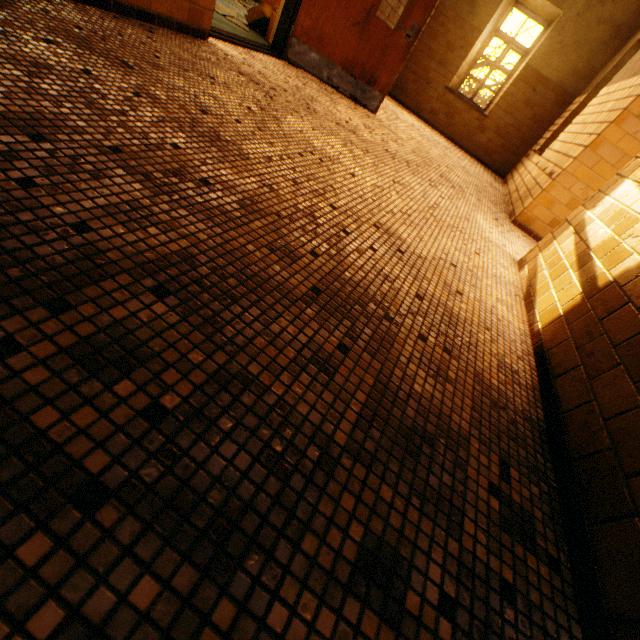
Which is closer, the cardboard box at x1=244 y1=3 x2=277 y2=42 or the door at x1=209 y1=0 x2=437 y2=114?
the door at x1=209 y1=0 x2=437 y2=114

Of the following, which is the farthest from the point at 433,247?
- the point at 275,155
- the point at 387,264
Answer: the point at 275,155

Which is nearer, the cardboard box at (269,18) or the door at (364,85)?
the door at (364,85)
